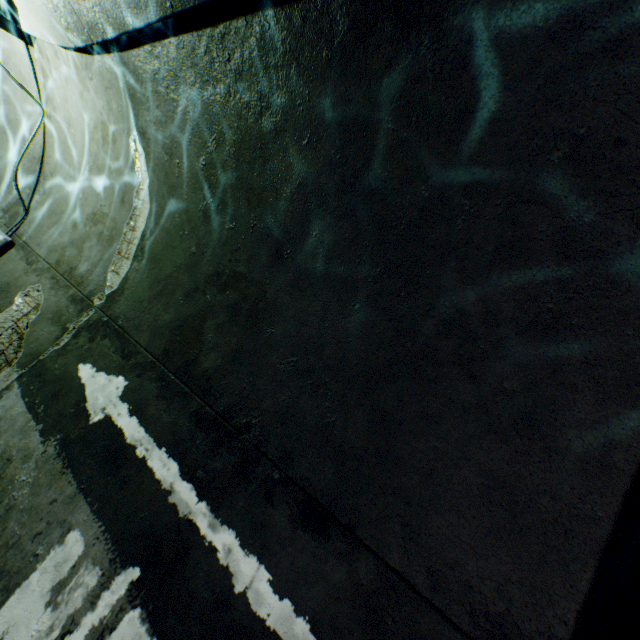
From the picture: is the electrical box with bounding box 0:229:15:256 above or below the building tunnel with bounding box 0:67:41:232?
below

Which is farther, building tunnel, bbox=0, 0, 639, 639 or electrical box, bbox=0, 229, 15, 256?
electrical box, bbox=0, 229, 15, 256

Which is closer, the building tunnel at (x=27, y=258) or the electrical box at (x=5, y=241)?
the building tunnel at (x=27, y=258)

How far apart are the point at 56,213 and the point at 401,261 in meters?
4.9

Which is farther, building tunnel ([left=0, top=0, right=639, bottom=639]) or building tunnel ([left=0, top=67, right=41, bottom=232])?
building tunnel ([left=0, top=67, right=41, bottom=232])

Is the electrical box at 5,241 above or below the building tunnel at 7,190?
below
